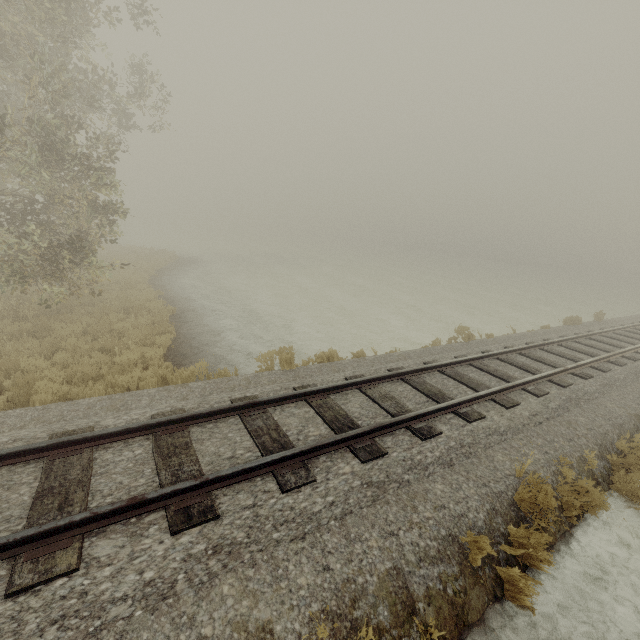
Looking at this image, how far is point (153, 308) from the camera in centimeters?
1265cm
